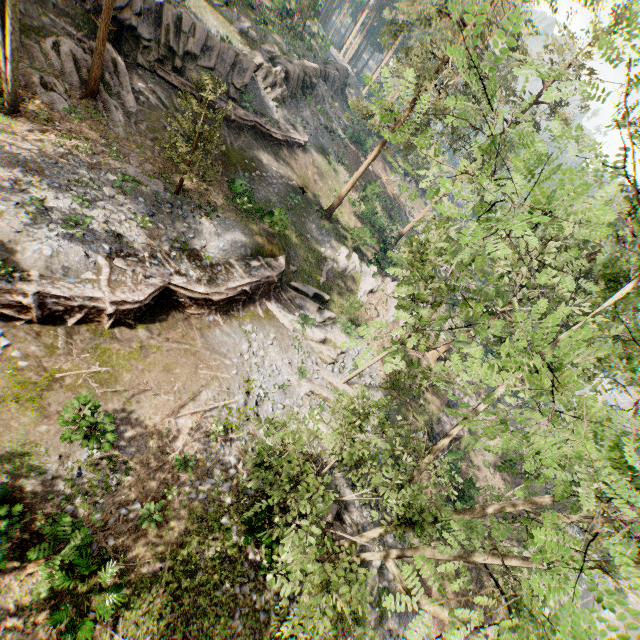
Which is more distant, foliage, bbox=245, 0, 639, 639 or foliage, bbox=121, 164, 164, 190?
foliage, bbox=121, 164, 164, 190

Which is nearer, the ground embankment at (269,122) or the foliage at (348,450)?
the foliage at (348,450)

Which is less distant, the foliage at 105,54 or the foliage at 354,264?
the foliage at 105,54

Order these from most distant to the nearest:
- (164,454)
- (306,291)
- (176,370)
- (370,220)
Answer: (370,220), (306,291), (176,370), (164,454)

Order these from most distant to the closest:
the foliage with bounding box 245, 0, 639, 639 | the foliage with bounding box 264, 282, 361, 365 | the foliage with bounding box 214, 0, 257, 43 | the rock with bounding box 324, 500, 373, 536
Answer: the foliage with bounding box 214, 0, 257, 43 < the foliage with bounding box 264, 282, 361, 365 < the rock with bounding box 324, 500, 373, 536 < the foliage with bounding box 245, 0, 639, 639

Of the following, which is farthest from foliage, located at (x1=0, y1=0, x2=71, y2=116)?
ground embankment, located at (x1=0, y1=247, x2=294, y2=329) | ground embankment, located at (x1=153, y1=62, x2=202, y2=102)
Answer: ground embankment, located at (x1=153, y1=62, x2=202, y2=102)

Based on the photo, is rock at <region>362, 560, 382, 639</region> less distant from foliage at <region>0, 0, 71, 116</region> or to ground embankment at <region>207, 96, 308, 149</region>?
foliage at <region>0, 0, 71, 116</region>
